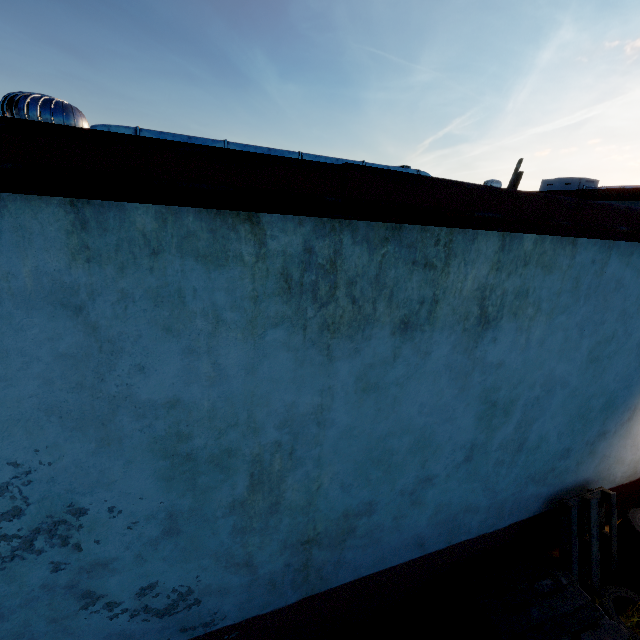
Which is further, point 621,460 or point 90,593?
point 621,460

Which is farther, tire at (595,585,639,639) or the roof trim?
tire at (595,585,639,639)

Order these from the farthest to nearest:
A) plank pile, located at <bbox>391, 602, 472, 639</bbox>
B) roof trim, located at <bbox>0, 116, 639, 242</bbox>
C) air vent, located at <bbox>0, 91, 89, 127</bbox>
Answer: plank pile, located at <bbox>391, 602, 472, 639</bbox> → air vent, located at <bbox>0, 91, 89, 127</bbox> → roof trim, located at <bbox>0, 116, 639, 242</bbox>

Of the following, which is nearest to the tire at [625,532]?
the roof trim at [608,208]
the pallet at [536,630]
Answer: the pallet at [536,630]

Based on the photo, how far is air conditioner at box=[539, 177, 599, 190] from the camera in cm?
1109

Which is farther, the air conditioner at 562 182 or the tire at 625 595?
the air conditioner at 562 182

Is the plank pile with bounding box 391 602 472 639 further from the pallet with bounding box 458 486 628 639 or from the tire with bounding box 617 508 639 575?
the tire with bounding box 617 508 639 575

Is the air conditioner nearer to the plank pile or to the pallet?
the pallet
